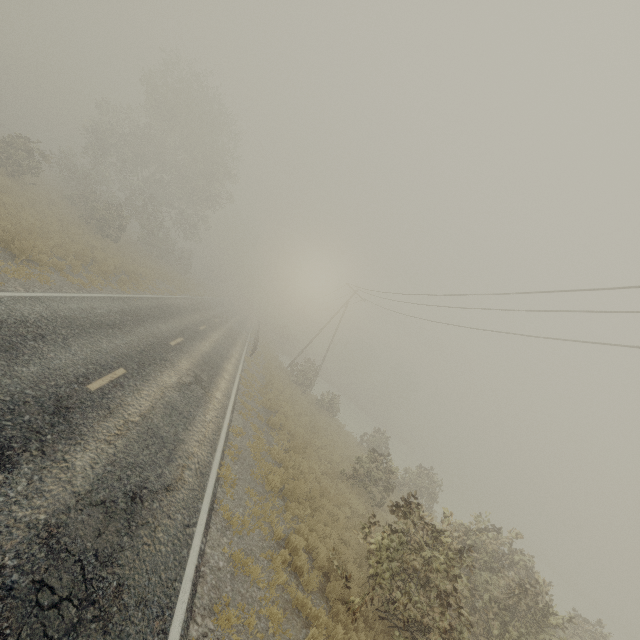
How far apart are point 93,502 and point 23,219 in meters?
17.2
